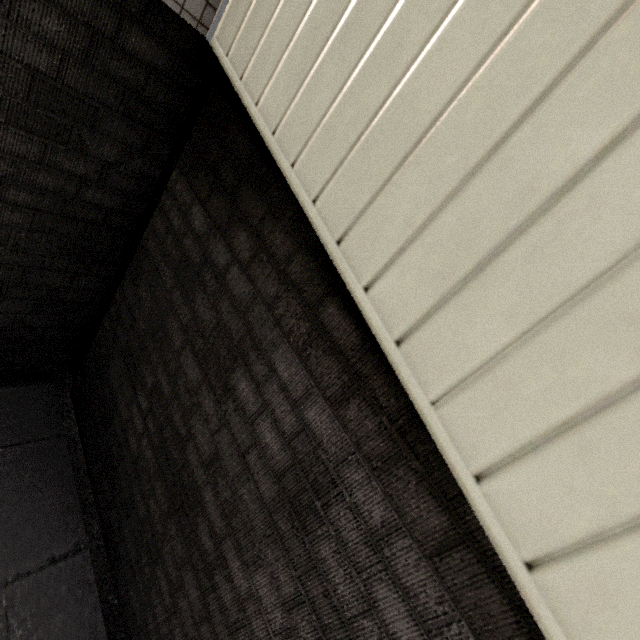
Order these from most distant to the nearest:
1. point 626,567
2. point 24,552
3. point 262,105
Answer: point 24,552
point 262,105
point 626,567
